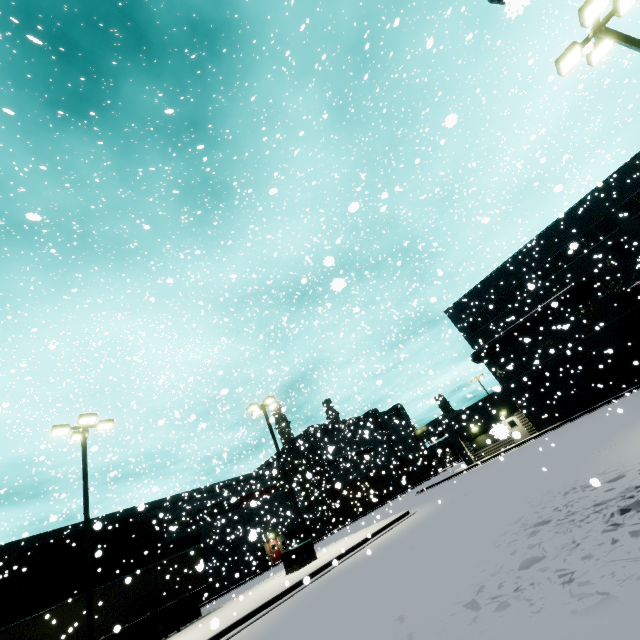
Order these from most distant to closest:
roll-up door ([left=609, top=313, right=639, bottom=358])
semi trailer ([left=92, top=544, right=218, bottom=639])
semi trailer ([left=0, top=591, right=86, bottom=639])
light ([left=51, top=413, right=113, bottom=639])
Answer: roll-up door ([left=609, top=313, right=639, bottom=358])
semi trailer ([left=92, top=544, right=218, bottom=639])
semi trailer ([left=0, top=591, right=86, bottom=639])
light ([left=51, top=413, right=113, bottom=639])

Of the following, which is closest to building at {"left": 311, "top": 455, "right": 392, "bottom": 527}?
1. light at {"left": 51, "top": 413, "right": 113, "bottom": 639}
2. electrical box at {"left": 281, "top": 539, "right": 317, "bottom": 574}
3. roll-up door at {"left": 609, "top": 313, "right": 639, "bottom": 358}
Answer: roll-up door at {"left": 609, "top": 313, "right": 639, "bottom": 358}

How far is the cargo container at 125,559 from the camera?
22.3 meters

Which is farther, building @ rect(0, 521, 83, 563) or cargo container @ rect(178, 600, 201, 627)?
building @ rect(0, 521, 83, 563)

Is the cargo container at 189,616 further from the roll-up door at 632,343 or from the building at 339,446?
the building at 339,446

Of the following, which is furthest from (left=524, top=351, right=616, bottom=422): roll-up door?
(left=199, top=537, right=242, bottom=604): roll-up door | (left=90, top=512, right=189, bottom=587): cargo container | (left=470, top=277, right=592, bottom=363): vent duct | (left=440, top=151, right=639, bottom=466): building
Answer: (left=199, top=537, right=242, bottom=604): roll-up door

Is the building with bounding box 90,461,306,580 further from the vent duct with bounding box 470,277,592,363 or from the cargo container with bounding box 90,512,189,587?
the cargo container with bounding box 90,512,189,587

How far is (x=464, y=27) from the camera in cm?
2152
